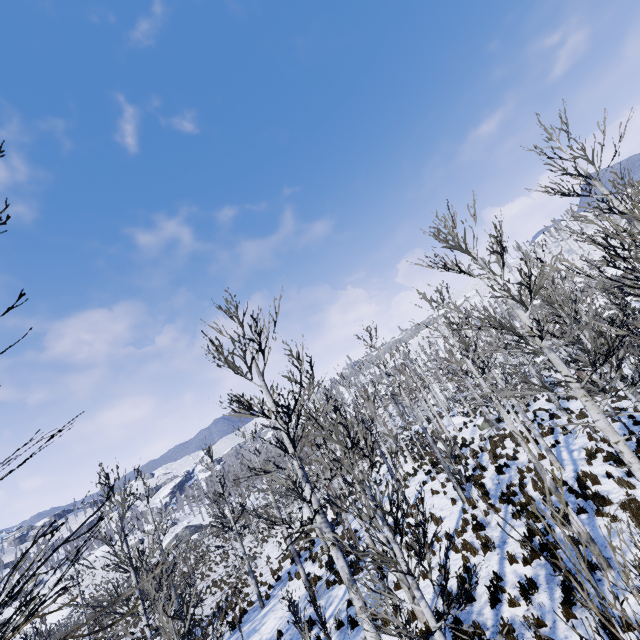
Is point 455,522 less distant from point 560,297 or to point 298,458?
point 560,297

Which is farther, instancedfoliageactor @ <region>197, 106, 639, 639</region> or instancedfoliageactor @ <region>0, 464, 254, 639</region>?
instancedfoliageactor @ <region>197, 106, 639, 639</region>

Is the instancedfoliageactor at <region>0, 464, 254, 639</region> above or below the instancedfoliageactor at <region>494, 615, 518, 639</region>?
above

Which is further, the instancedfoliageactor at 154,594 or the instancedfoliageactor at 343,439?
the instancedfoliageactor at 343,439

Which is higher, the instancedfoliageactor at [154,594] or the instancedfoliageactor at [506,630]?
the instancedfoliageactor at [154,594]
